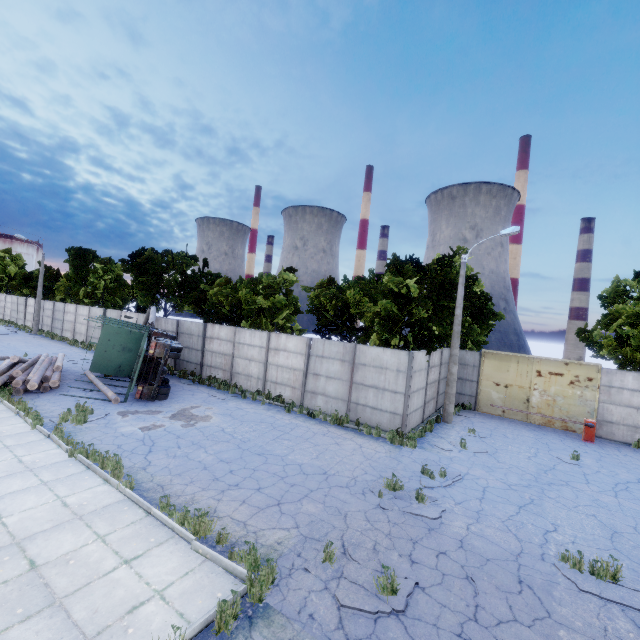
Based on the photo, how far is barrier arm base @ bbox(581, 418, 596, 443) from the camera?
15.9m

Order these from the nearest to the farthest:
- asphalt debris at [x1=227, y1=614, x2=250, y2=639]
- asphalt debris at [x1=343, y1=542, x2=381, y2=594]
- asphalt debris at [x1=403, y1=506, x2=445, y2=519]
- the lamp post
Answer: asphalt debris at [x1=227, y1=614, x2=250, y2=639]
asphalt debris at [x1=343, y1=542, x2=381, y2=594]
asphalt debris at [x1=403, y1=506, x2=445, y2=519]
the lamp post

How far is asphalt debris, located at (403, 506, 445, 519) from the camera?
7.88m

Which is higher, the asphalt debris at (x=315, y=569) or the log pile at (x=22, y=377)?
the log pile at (x=22, y=377)

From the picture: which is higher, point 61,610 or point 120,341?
point 120,341

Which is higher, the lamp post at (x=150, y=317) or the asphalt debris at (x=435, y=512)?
the lamp post at (x=150, y=317)

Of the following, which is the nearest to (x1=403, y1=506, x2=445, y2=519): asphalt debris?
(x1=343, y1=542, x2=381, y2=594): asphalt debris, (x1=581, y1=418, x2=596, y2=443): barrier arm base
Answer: (x1=343, y1=542, x2=381, y2=594): asphalt debris

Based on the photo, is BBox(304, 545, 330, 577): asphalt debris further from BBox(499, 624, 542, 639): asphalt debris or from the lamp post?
the lamp post
